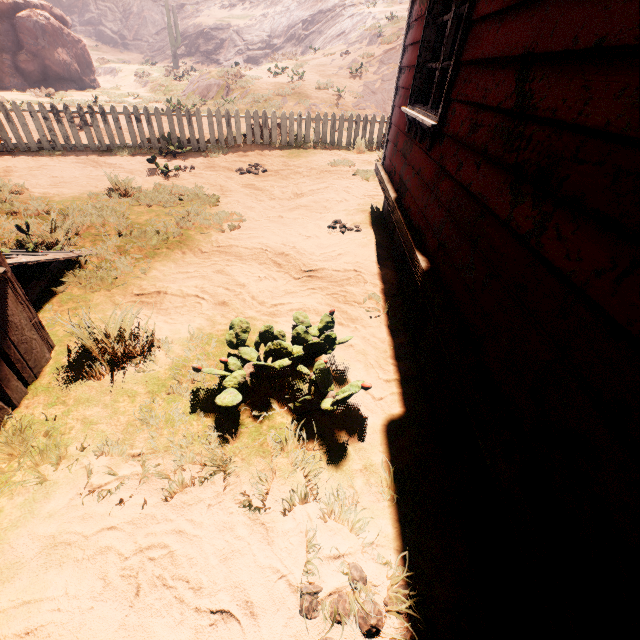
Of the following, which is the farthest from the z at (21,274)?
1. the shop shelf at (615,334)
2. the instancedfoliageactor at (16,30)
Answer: the instancedfoliageactor at (16,30)

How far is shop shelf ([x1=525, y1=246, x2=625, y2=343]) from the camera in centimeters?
94cm

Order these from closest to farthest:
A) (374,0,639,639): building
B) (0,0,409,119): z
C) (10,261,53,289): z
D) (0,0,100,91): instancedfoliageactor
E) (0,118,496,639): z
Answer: (374,0,639,639): building → (0,118,496,639): z → (10,261,53,289): z → (0,0,409,119): z → (0,0,100,91): instancedfoliageactor

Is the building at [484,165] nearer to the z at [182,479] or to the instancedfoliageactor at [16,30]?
the z at [182,479]

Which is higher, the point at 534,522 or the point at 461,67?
the point at 461,67

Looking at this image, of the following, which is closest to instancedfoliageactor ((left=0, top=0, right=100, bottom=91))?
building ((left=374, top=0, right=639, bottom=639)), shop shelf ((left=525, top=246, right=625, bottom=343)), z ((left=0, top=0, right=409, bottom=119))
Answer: z ((left=0, top=0, right=409, bottom=119))

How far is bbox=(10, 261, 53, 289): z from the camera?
3.4 meters

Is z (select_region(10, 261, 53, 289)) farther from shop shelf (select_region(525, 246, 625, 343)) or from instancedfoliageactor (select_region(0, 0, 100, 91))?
instancedfoliageactor (select_region(0, 0, 100, 91))
